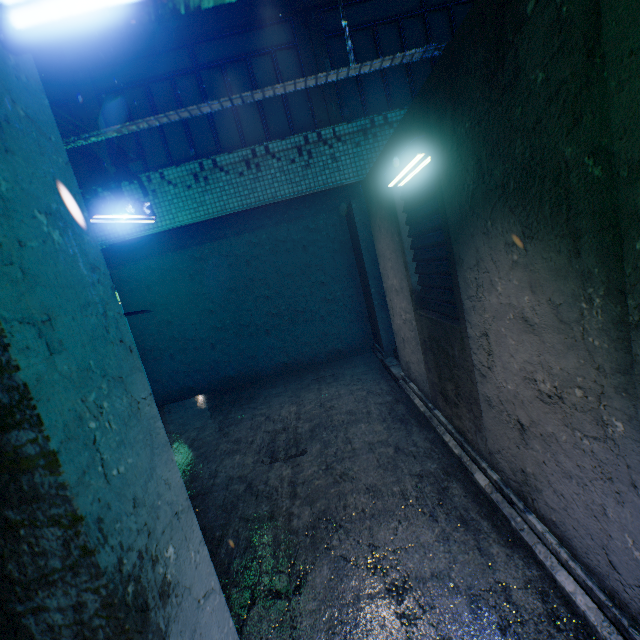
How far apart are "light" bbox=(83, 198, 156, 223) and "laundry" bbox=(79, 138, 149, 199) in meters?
0.0 m

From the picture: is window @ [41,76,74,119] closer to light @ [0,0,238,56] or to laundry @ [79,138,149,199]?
laundry @ [79,138,149,199]

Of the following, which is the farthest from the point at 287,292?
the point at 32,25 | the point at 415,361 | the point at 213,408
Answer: the point at 32,25

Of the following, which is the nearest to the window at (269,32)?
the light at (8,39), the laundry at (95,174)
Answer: the laundry at (95,174)

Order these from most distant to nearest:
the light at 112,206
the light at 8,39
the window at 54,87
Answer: the window at 54,87
the light at 112,206
the light at 8,39

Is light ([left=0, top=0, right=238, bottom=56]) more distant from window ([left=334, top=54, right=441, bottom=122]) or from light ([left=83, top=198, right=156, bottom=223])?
window ([left=334, top=54, right=441, bottom=122])

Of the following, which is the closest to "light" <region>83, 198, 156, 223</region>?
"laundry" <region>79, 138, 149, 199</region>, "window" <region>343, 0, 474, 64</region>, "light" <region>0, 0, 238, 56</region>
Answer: "laundry" <region>79, 138, 149, 199</region>

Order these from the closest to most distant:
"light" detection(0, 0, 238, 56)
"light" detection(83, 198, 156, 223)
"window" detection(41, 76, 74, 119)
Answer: "light" detection(0, 0, 238, 56) → "light" detection(83, 198, 156, 223) → "window" detection(41, 76, 74, 119)
